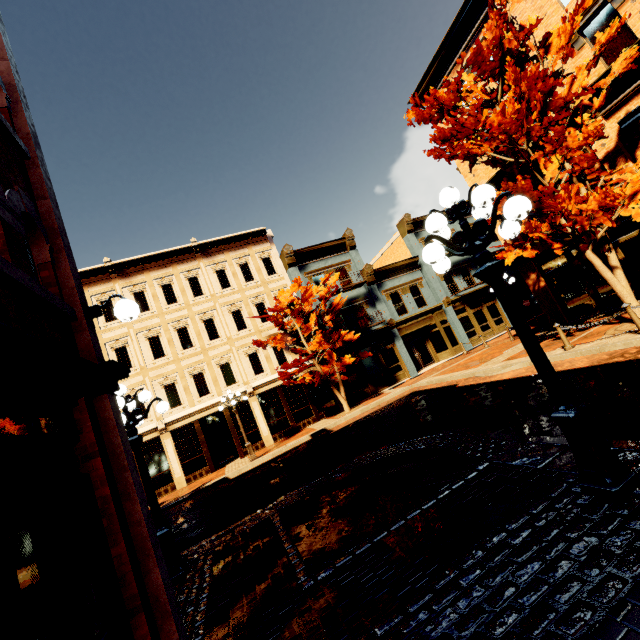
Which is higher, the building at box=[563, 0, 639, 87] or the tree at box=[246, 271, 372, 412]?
the building at box=[563, 0, 639, 87]

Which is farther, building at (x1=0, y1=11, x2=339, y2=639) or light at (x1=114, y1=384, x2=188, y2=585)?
light at (x1=114, y1=384, x2=188, y2=585)

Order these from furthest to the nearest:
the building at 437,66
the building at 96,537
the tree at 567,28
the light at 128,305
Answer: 1. the building at 437,66
2. the tree at 567,28
3. the light at 128,305
4. the building at 96,537

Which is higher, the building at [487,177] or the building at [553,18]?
the building at [553,18]

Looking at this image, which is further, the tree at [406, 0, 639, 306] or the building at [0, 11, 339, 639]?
the tree at [406, 0, 639, 306]

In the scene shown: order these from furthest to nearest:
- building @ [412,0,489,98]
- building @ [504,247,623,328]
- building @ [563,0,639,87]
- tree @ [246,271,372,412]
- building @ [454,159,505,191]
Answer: A: tree @ [246,271,372,412] → building @ [454,159,505,191] → building @ [412,0,489,98] → building @ [504,247,623,328] → building @ [563,0,639,87]

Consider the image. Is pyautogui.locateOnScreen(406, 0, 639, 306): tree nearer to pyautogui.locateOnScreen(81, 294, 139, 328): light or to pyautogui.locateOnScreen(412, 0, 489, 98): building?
pyautogui.locateOnScreen(412, 0, 489, 98): building

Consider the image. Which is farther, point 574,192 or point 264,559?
point 574,192
